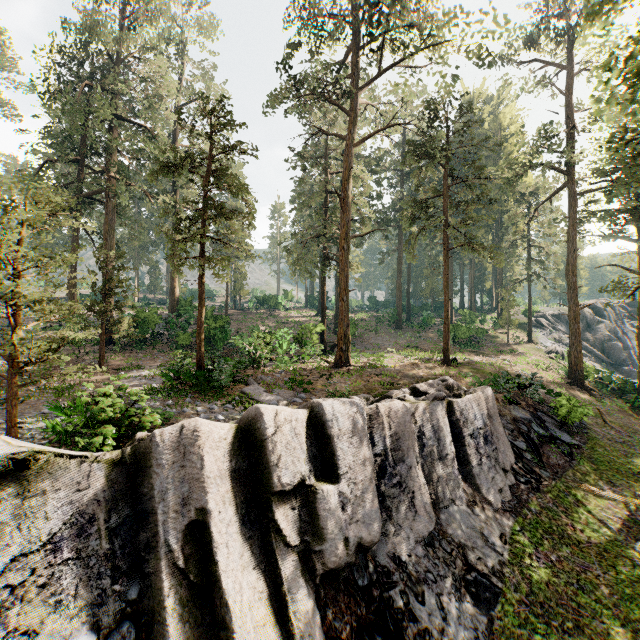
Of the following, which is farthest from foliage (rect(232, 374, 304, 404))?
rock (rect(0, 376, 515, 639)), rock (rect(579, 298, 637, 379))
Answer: rock (rect(579, 298, 637, 379))

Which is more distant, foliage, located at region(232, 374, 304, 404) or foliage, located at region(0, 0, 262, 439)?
foliage, located at region(232, 374, 304, 404)

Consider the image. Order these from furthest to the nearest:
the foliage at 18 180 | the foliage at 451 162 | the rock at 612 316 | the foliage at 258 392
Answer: the rock at 612 316 < the foliage at 451 162 < the foliage at 258 392 < the foliage at 18 180

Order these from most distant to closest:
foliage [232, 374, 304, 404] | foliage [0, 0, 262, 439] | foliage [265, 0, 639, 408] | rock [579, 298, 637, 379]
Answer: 1. rock [579, 298, 637, 379]
2. foliage [265, 0, 639, 408]
3. foliage [232, 374, 304, 404]
4. foliage [0, 0, 262, 439]

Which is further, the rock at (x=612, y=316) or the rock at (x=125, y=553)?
→ the rock at (x=612, y=316)

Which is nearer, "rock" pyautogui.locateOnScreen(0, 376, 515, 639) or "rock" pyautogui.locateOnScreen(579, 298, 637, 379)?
"rock" pyautogui.locateOnScreen(0, 376, 515, 639)

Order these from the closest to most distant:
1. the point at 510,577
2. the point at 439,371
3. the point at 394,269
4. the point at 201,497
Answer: the point at 201,497, the point at 510,577, the point at 439,371, the point at 394,269

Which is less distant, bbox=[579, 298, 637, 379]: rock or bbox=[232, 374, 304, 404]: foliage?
bbox=[232, 374, 304, 404]: foliage
